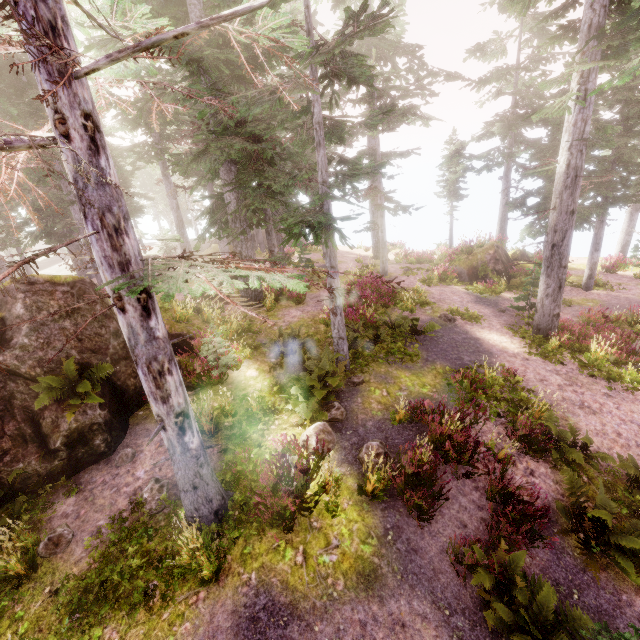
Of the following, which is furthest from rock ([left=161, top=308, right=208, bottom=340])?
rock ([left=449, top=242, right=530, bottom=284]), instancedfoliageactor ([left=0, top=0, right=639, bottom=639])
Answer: rock ([left=449, top=242, right=530, bottom=284])

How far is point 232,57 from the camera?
10.4 meters

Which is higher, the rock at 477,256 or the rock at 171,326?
the rock at 171,326

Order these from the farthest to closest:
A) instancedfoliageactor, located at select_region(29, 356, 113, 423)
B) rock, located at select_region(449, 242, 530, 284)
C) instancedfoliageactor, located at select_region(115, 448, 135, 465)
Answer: rock, located at select_region(449, 242, 530, 284) < instancedfoliageactor, located at select_region(115, 448, 135, 465) < instancedfoliageactor, located at select_region(29, 356, 113, 423)

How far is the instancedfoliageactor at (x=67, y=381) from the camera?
7.0 meters

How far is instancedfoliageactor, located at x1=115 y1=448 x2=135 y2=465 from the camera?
7.86m
